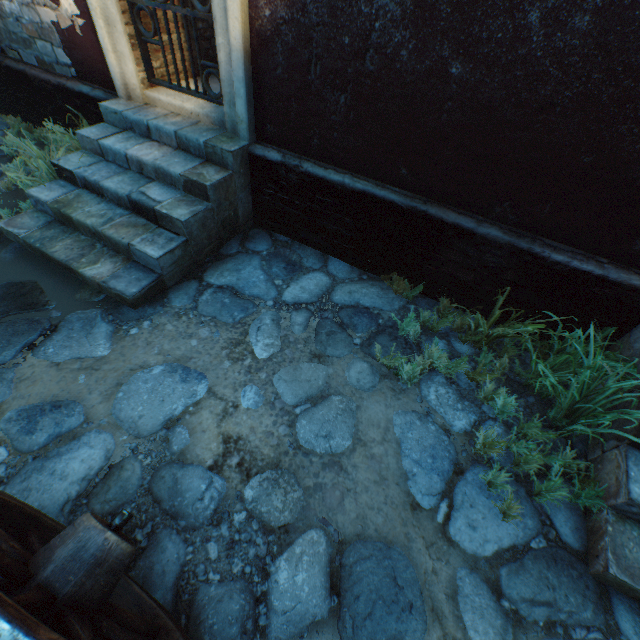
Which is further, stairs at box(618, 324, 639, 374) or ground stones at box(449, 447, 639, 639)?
stairs at box(618, 324, 639, 374)

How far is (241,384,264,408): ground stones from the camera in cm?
256

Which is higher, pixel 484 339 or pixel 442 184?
pixel 442 184

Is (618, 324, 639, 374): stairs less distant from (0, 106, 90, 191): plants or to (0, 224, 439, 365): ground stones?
(0, 224, 439, 365): ground stones

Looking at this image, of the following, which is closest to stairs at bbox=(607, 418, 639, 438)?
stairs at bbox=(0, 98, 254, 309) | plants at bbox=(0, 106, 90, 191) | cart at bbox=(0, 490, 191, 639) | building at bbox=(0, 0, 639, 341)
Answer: building at bbox=(0, 0, 639, 341)

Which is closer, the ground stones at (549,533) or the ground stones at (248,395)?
the ground stones at (549,533)

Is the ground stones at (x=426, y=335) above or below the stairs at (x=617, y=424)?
below
